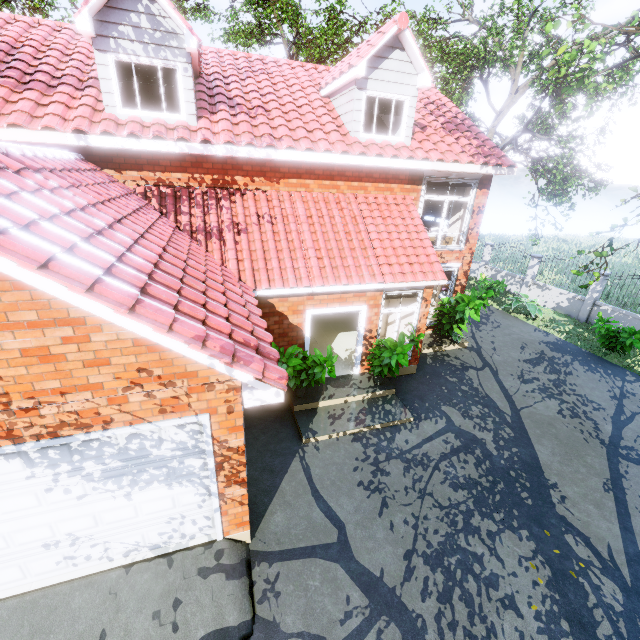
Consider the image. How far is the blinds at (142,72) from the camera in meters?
7.2 m

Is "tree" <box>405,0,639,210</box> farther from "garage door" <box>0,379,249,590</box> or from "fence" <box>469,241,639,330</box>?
"garage door" <box>0,379,249,590</box>

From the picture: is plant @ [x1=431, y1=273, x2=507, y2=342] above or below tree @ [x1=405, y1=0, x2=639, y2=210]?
below

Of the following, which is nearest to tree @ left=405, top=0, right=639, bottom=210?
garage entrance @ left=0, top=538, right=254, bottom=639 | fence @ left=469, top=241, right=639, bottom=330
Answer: fence @ left=469, top=241, right=639, bottom=330

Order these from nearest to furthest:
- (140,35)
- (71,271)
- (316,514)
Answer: (71,271) < (316,514) < (140,35)

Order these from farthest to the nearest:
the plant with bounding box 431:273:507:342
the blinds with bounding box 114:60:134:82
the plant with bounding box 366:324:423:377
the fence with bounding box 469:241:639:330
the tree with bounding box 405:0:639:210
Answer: the fence with bounding box 469:241:639:330
the plant with bounding box 431:273:507:342
the plant with bounding box 366:324:423:377
the blinds with bounding box 114:60:134:82
the tree with bounding box 405:0:639:210

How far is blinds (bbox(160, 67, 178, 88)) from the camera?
7.43m

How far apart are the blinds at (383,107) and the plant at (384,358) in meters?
5.7
